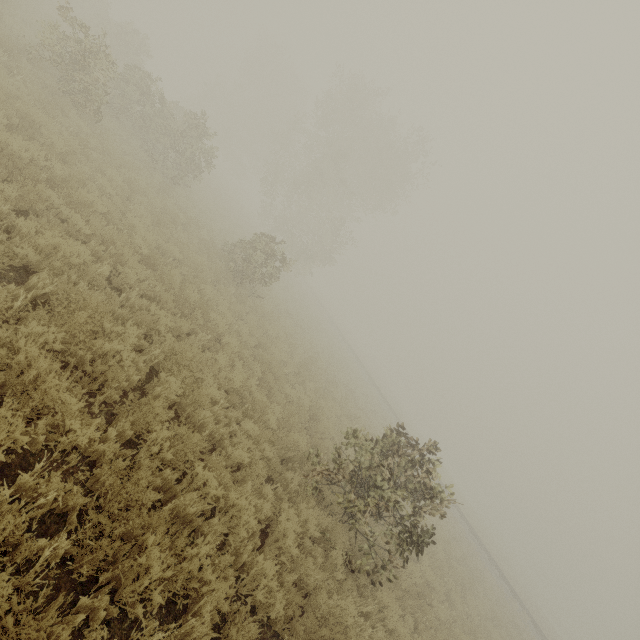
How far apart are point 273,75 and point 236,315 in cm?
4199
